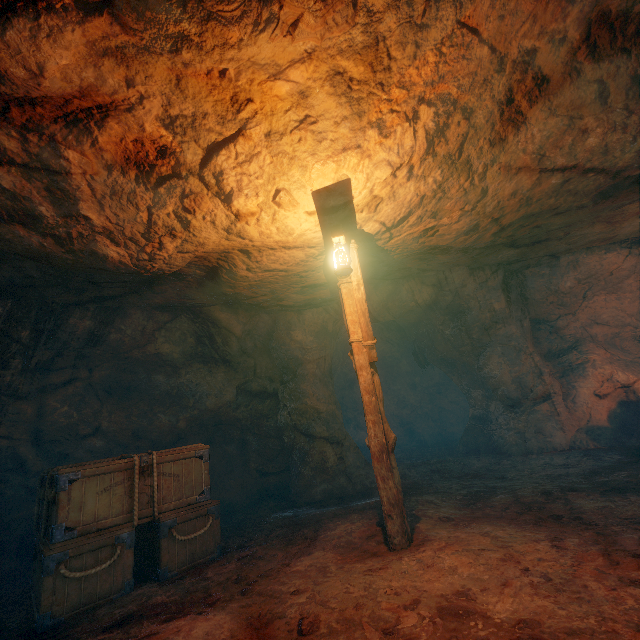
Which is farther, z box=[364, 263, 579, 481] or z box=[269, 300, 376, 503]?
z box=[364, 263, 579, 481]

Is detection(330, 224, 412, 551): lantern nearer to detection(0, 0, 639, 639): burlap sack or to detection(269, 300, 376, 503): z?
detection(0, 0, 639, 639): burlap sack

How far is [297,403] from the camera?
8.79m

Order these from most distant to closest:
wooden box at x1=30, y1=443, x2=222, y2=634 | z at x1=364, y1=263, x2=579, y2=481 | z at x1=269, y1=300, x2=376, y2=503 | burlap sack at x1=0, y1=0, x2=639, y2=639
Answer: z at x1=364, y1=263, x2=579, y2=481, z at x1=269, y1=300, x2=376, y2=503, wooden box at x1=30, y1=443, x2=222, y2=634, burlap sack at x1=0, y1=0, x2=639, y2=639

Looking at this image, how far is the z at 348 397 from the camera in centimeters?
811cm

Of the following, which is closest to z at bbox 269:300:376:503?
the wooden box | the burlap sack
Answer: the burlap sack
